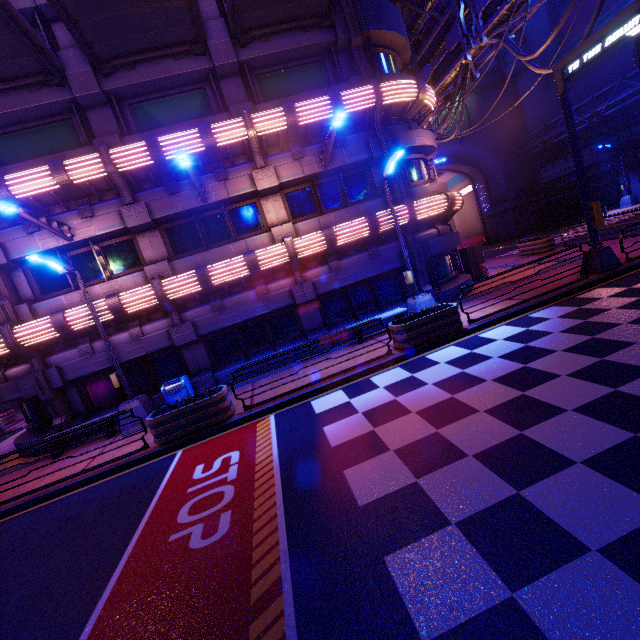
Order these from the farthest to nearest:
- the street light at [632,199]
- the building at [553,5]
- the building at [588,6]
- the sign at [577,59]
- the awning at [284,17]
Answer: the building at [553,5] → the building at [588,6] → the street light at [632,199] → the awning at [284,17] → the sign at [577,59]

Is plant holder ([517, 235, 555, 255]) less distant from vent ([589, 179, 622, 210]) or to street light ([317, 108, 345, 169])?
street light ([317, 108, 345, 169])

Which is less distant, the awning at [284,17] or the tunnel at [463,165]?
the awning at [284,17]

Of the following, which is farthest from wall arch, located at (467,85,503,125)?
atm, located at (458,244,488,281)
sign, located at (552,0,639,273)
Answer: sign, located at (552,0,639,273)

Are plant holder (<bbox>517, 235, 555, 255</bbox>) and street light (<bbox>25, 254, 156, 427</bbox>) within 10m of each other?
no

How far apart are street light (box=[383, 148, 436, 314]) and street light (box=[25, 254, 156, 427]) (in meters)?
9.99

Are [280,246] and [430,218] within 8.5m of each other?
yes

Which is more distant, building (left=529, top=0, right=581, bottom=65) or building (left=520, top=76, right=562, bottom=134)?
building (left=520, top=76, right=562, bottom=134)
